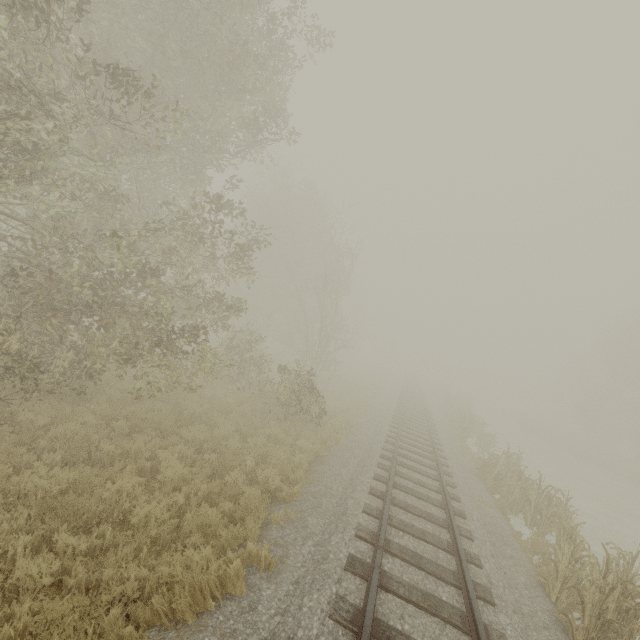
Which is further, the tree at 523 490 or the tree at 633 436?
the tree at 633 436

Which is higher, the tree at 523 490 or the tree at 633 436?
the tree at 633 436

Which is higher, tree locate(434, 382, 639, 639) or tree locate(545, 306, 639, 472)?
tree locate(545, 306, 639, 472)

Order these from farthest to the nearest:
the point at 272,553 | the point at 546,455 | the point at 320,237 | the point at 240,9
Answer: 1. the point at 320,237
2. the point at 546,455
3. the point at 240,9
4. the point at 272,553

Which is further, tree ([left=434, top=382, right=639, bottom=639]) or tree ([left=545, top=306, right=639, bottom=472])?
tree ([left=545, top=306, right=639, bottom=472])
